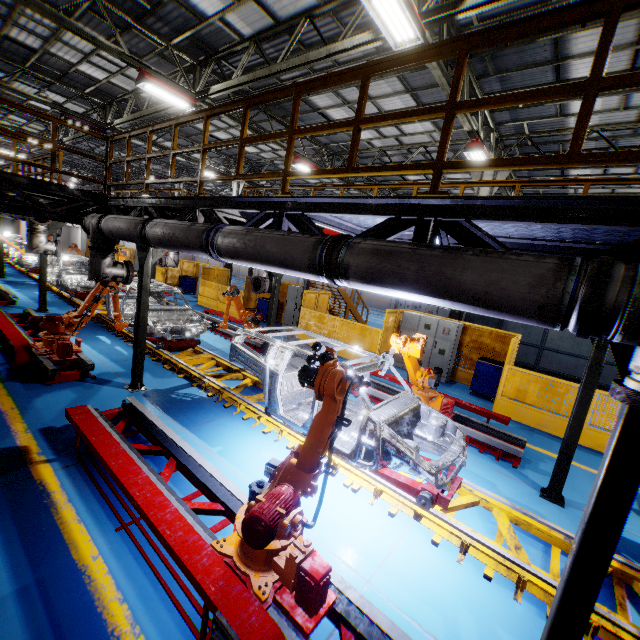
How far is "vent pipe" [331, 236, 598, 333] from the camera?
2.0m

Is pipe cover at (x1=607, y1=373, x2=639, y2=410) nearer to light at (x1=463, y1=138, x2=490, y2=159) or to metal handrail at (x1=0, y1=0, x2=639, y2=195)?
metal handrail at (x1=0, y1=0, x2=639, y2=195)

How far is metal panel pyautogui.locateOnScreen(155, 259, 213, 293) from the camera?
21.3 meters

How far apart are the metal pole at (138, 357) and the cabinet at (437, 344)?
8.5 meters

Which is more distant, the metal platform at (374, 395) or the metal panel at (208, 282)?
the metal panel at (208, 282)

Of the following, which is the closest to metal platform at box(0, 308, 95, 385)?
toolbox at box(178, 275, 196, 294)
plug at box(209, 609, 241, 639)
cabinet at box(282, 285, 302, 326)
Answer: plug at box(209, 609, 241, 639)

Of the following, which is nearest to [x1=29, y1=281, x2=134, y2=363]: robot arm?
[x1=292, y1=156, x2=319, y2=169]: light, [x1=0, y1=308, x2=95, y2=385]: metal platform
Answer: [x1=0, y1=308, x2=95, y2=385]: metal platform

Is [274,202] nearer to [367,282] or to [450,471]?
[367,282]
